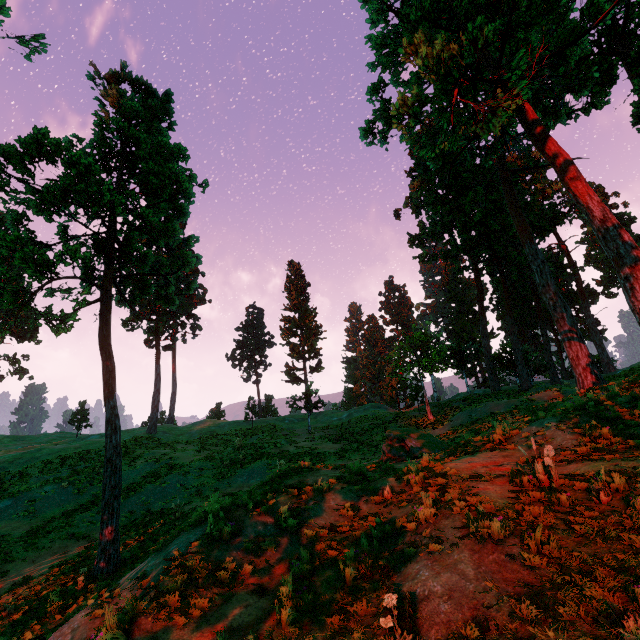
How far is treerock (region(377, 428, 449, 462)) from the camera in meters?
13.9

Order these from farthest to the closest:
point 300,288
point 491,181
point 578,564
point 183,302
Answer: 1. point 300,288
2. point 183,302
3. point 491,181
4. point 578,564

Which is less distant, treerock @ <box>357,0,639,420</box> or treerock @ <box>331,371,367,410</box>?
treerock @ <box>357,0,639,420</box>

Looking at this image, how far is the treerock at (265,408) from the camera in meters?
37.1 m

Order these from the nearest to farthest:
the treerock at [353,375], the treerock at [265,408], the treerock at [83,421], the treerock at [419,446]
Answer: the treerock at [419,446]
the treerock at [265,408]
the treerock at [83,421]
the treerock at [353,375]

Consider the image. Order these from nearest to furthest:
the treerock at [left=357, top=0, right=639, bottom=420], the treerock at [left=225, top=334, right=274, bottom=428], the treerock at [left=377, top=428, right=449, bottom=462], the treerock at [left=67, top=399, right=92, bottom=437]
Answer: the treerock at [left=357, top=0, right=639, bottom=420]
the treerock at [left=377, top=428, right=449, bottom=462]
the treerock at [left=225, top=334, right=274, bottom=428]
the treerock at [left=67, top=399, right=92, bottom=437]
